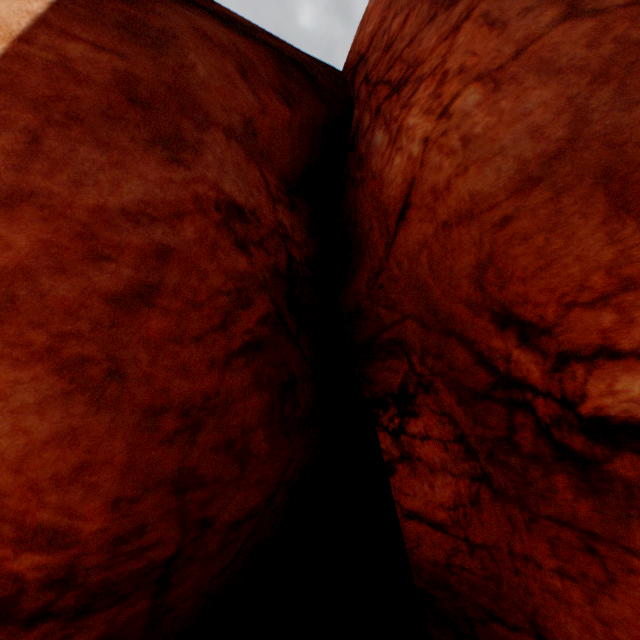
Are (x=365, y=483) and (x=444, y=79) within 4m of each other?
no
